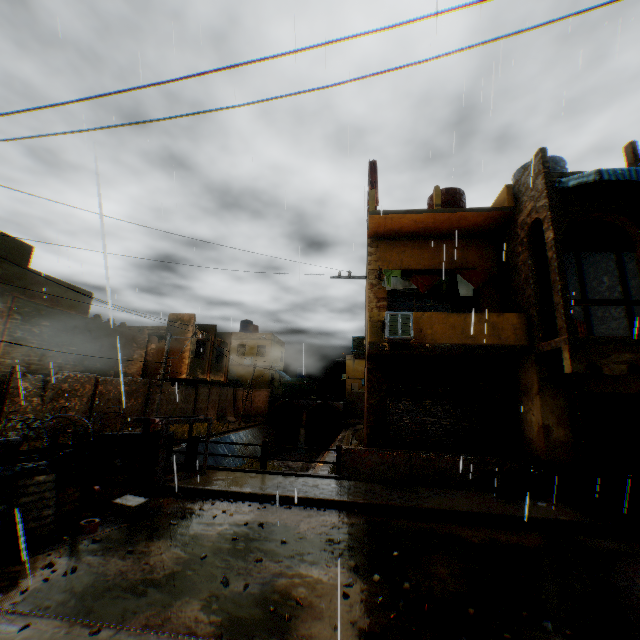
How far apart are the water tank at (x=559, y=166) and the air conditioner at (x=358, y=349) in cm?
886

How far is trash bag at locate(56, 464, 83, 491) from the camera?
6.86m

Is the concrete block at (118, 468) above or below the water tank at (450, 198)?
below

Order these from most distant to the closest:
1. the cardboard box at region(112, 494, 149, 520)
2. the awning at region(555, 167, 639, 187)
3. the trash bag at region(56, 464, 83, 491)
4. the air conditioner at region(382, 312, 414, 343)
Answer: the air conditioner at region(382, 312, 414, 343)
the awning at region(555, 167, 639, 187)
the trash bag at region(56, 464, 83, 491)
the cardboard box at region(112, 494, 149, 520)

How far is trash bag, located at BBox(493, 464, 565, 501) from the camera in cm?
826

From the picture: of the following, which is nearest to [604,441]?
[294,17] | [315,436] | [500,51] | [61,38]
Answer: [500,51]

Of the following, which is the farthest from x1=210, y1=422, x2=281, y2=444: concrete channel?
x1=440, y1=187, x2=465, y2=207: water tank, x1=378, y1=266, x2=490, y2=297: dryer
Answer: x1=440, y1=187, x2=465, y2=207: water tank

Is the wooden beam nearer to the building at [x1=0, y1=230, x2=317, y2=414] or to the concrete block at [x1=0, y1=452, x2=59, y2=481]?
the building at [x1=0, y1=230, x2=317, y2=414]
